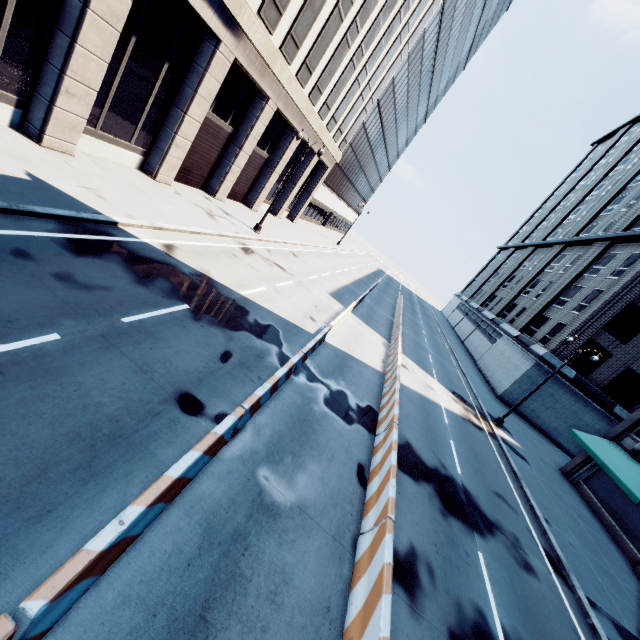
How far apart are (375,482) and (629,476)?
17.6 meters

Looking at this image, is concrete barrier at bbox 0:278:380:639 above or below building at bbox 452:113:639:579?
below

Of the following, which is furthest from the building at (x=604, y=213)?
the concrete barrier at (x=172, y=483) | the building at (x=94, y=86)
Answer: the building at (x=94, y=86)

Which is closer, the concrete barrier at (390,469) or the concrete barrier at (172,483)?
the concrete barrier at (172,483)

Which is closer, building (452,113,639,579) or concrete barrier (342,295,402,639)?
concrete barrier (342,295,402,639)

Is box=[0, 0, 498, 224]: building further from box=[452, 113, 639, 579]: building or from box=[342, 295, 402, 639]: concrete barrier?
box=[452, 113, 639, 579]: building
